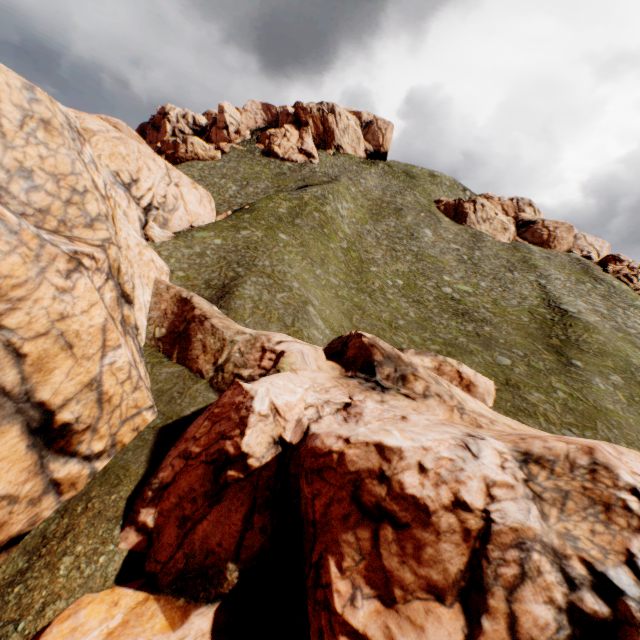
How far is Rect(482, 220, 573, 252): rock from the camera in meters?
56.6

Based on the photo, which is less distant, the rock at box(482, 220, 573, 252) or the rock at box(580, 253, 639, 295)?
the rock at box(580, 253, 639, 295)

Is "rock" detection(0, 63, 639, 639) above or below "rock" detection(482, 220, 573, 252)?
below

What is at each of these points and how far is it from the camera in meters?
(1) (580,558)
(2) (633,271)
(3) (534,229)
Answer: (1) rock, 8.3 m
(2) rock, 52.8 m
(3) rock, 59.7 m

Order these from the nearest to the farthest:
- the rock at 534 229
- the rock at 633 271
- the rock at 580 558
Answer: the rock at 580 558 < the rock at 633 271 < the rock at 534 229

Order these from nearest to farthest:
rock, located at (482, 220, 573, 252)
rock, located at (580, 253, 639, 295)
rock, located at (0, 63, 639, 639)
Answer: rock, located at (0, 63, 639, 639)
rock, located at (580, 253, 639, 295)
rock, located at (482, 220, 573, 252)

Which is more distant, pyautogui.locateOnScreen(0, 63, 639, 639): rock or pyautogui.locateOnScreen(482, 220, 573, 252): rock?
pyautogui.locateOnScreen(482, 220, 573, 252): rock

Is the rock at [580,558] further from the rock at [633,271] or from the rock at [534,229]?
the rock at [633,271]
